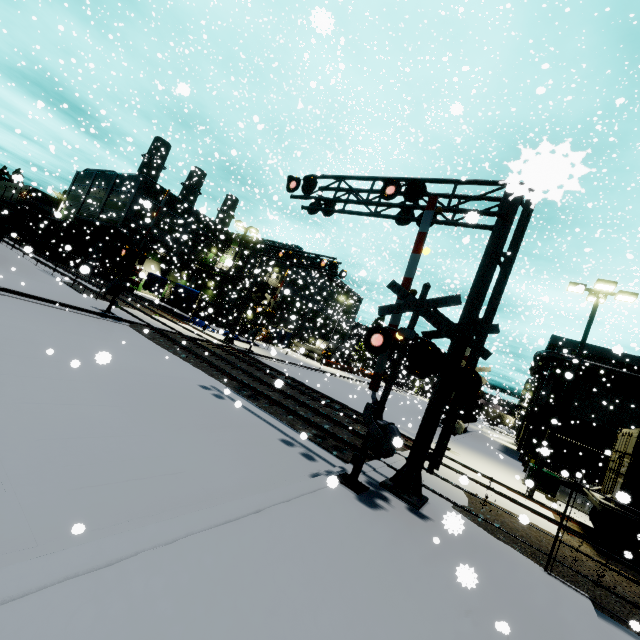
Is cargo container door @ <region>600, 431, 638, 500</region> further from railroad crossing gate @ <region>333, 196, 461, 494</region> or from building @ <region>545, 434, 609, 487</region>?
building @ <region>545, 434, 609, 487</region>

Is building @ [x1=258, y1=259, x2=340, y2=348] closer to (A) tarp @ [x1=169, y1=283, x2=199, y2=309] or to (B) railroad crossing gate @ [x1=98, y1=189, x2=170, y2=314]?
(A) tarp @ [x1=169, y1=283, x2=199, y2=309]

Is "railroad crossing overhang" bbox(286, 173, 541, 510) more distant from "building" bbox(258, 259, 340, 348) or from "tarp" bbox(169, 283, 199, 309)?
"building" bbox(258, 259, 340, 348)

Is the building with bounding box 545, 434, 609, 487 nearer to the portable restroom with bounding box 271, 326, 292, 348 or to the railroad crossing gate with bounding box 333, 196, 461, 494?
the portable restroom with bounding box 271, 326, 292, 348

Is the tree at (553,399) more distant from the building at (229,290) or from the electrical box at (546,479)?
the electrical box at (546,479)

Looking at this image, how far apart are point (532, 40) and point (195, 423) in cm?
2073

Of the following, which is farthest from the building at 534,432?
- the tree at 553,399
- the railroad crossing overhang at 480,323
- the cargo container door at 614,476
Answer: the railroad crossing overhang at 480,323

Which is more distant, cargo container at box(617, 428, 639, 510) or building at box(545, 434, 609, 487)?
building at box(545, 434, 609, 487)
